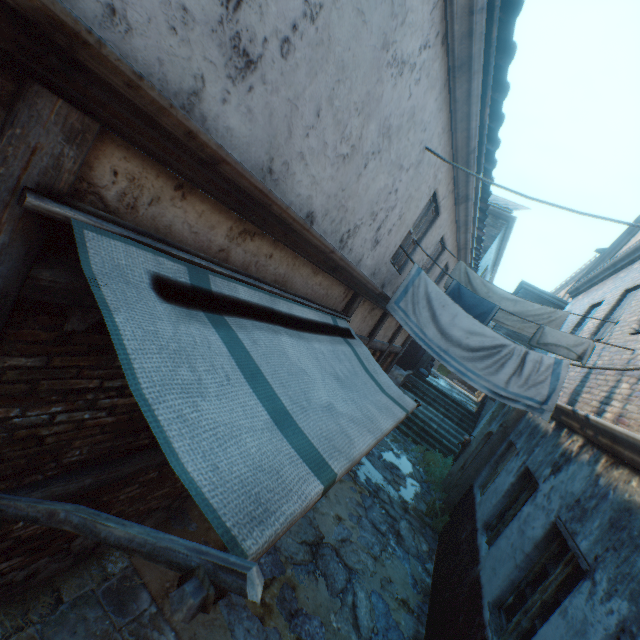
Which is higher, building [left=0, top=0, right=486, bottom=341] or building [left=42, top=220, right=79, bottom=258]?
building [left=0, top=0, right=486, bottom=341]

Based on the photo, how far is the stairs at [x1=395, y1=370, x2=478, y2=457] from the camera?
12.9 meters

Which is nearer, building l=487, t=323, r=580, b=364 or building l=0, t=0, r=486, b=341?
building l=0, t=0, r=486, b=341

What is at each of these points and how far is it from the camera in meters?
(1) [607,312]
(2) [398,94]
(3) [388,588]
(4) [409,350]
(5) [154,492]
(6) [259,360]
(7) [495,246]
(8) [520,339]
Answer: (1) building, 6.9 m
(2) building, 3.0 m
(3) ground stones, 5.2 m
(4) building, 14.7 m
(5) building, 3.6 m
(6) awning, 2.0 m
(7) building, 15.3 m
(8) building, 15.1 m

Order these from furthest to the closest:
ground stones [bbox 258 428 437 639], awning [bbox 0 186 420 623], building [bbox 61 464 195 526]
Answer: ground stones [bbox 258 428 437 639] < building [bbox 61 464 195 526] < awning [bbox 0 186 420 623]

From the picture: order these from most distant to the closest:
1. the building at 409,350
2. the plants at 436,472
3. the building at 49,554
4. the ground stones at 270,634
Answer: the building at 409,350 → the plants at 436,472 → the ground stones at 270,634 → the building at 49,554

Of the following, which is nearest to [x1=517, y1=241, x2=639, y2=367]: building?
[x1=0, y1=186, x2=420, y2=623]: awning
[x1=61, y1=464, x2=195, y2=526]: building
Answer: [x1=0, y1=186, x2=420, y2=623]: awning

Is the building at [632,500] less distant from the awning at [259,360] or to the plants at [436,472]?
the awning at [259,360]
